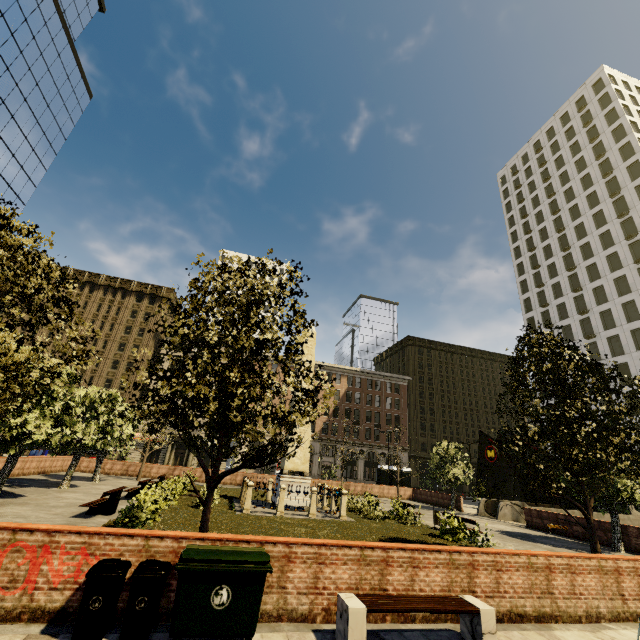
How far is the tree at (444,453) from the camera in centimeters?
2816cm

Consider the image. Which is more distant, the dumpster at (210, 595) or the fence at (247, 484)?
the fence at (247, 484)

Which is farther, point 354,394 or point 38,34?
point 354,394

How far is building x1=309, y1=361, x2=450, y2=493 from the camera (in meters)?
54.19

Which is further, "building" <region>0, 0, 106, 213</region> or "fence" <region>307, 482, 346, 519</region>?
"building" <region>0, 0, 106, 213</region>

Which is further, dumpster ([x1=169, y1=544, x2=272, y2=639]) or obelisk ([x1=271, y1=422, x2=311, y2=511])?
obelisk ([x1=271, y1=422, x2=311, y2=511])

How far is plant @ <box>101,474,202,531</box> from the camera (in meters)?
10.27
